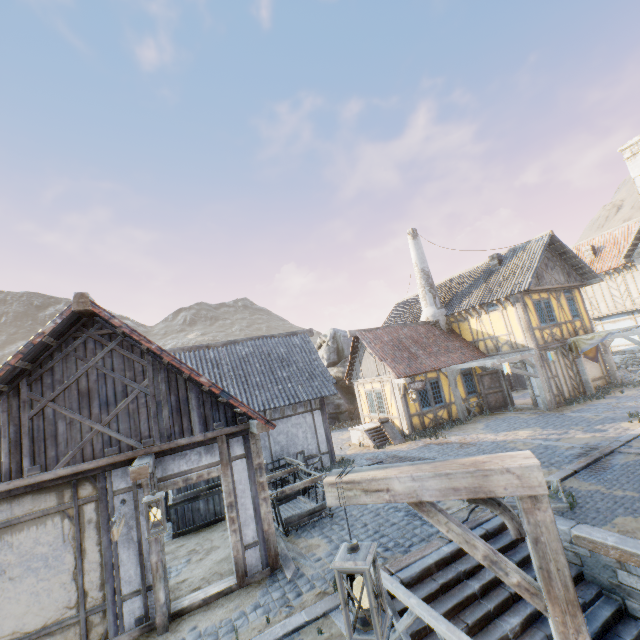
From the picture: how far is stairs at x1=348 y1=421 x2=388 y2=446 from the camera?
15.4 meters

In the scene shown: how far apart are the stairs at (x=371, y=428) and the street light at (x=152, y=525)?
11.5 meters

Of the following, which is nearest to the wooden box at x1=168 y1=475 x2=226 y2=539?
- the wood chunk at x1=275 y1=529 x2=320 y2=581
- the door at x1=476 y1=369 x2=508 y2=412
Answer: the wood chunk at x1=275 y1=529 x2=320 y2=581

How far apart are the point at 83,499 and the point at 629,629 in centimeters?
959cm

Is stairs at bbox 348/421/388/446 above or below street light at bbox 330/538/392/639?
below

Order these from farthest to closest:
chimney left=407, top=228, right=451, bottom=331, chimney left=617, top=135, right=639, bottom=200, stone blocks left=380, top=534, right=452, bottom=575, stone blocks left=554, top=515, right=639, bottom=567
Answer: chimney left=617, top=135, right=639, bottom=200 < chimney left=407, top=228, right=451, bottom=331 < stone blocks left=380, top=534, right=452, bottom=575 < stone blocks left=554, top=515, right=639, bottom=567

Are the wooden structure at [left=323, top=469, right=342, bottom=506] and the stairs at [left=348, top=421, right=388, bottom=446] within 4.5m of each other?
no

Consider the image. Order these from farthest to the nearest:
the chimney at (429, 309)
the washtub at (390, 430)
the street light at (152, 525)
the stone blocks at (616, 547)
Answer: the chimney at (429, 309), the washtub at (390, 430), the stone blocks at (616, 547), the street light at (152, 525)
